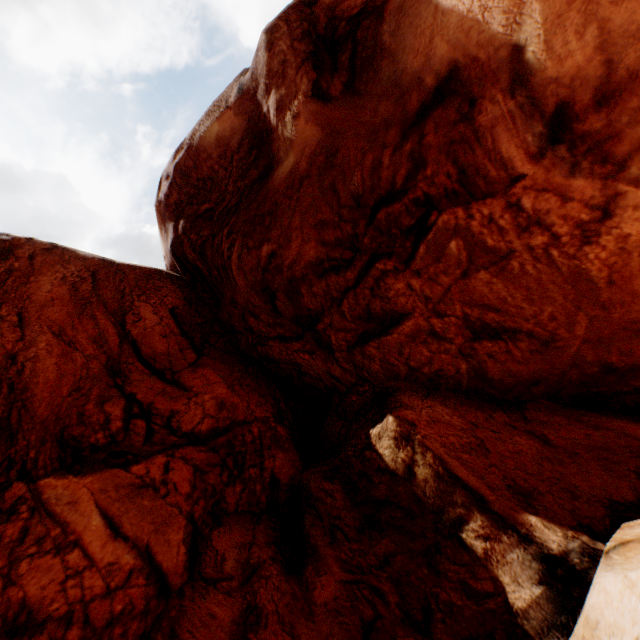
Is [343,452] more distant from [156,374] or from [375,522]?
[156,374]
